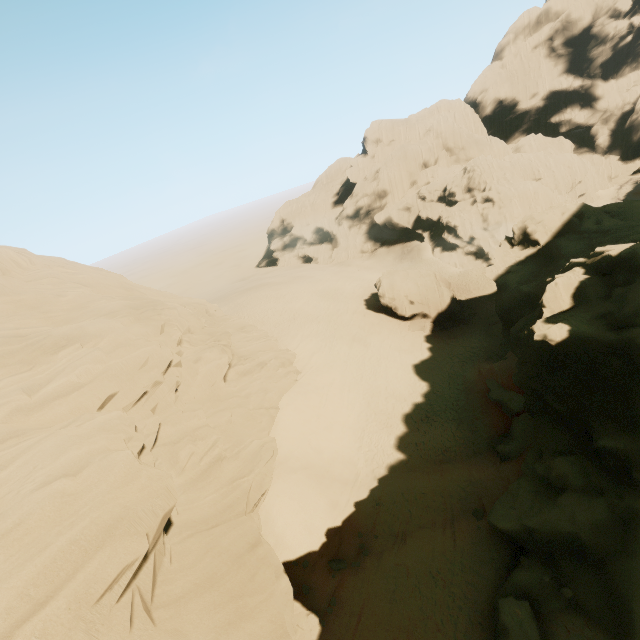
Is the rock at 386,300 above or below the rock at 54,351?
below

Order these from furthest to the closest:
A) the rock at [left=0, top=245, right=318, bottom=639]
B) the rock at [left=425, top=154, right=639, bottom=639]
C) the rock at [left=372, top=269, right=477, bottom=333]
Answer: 1. the rock at [left=372, top=269, right=477, bottom=333]
2. the rock at [left=425, top=154, right=639, bottom=639]
3. the rock at [left=0, top=245, right=318, bottom=639]

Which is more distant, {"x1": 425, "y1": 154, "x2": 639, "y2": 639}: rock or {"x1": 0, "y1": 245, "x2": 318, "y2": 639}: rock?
{"x1": 425, "y1": 154, "x2": 639, "y2": 639}: rock

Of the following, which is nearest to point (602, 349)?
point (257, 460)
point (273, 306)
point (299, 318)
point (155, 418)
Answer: point (257, 460)

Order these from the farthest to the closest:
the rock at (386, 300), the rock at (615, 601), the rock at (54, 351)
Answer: the rock at (386, 300)
the rock at (615, 601)
the rock at (54, 351)

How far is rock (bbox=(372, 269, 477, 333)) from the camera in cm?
3725

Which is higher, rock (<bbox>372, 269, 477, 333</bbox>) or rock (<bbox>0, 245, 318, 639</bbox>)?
rock (<bbox>0, 245, 318, 639</bbox>)

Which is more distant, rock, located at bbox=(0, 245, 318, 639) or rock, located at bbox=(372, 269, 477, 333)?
rock, located at bbox=(372, 269, 477, 333)
